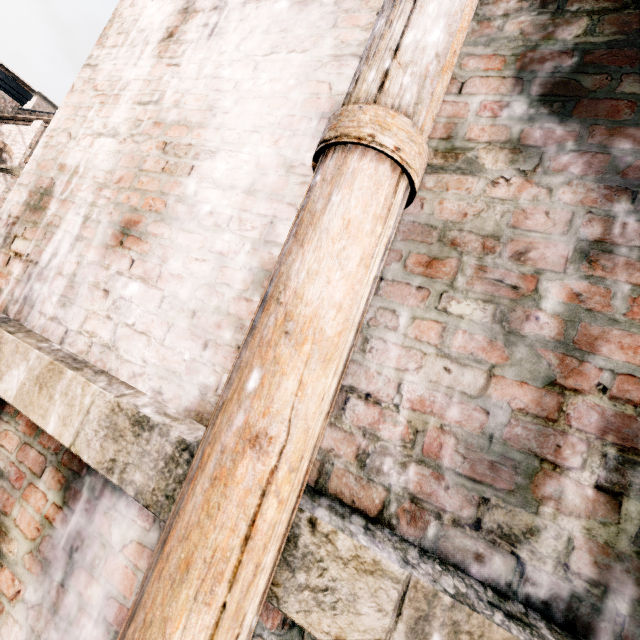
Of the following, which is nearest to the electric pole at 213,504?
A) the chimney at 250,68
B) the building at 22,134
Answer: the chimney at 250,68

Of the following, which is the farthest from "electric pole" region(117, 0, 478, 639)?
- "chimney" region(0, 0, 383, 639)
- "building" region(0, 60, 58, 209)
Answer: "building" region(0, 60, 58, 209)

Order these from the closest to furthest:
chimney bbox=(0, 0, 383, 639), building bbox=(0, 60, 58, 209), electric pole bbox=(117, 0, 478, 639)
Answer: electric pole bbox=(117, 0, 478, 639), chimney bbox=(0, 0, 383, 639), building bbox=(0, 60, 58, 209)

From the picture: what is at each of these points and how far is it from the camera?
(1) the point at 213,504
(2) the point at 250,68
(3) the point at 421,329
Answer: (1) electric pole, 0.71m
(2) chimney, 1.84m
(3) chimney, 1.15m

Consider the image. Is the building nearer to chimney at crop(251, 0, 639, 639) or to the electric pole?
chimney at crop(251, 0, 639, 639)

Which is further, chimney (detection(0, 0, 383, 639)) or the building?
the building

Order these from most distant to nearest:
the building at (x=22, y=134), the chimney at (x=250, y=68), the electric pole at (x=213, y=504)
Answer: the building at (x=22, y=134), the chimney at (x=250, y=68), the electric pole at (x=213, y=504)
